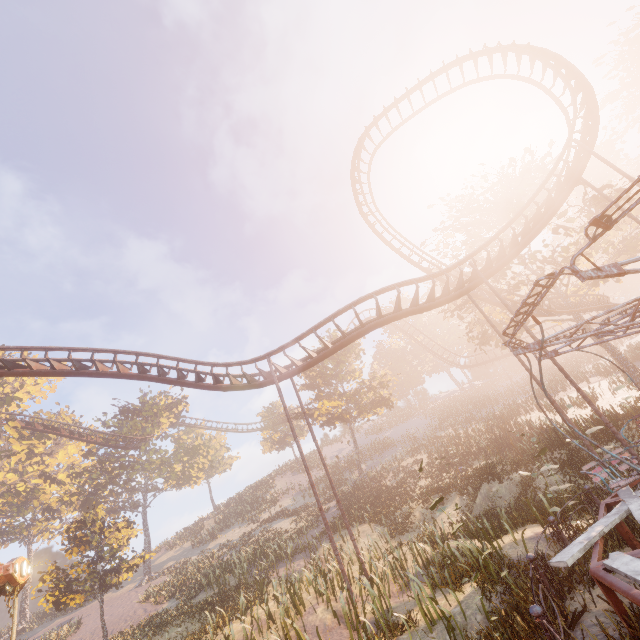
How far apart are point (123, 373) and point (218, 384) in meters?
4.4 m

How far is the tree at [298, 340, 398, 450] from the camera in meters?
31.5 m

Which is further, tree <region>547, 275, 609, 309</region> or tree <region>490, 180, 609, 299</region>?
tree <region>547, 275, 609, 309</region>

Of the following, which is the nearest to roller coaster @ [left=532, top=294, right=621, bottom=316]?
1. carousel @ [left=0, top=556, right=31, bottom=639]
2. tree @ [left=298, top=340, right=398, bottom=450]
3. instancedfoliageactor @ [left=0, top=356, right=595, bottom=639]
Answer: instancedfoliageactor @ [left=0, top=356, right=595, bottom=639]

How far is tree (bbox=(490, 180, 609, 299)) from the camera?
20.4m

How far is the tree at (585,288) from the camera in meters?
24.3 m

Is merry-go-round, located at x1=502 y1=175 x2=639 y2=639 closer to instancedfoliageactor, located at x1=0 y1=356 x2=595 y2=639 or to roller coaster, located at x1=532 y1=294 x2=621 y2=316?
roller coaster, located at x1=532 y1=294 x2=621 y2=316
